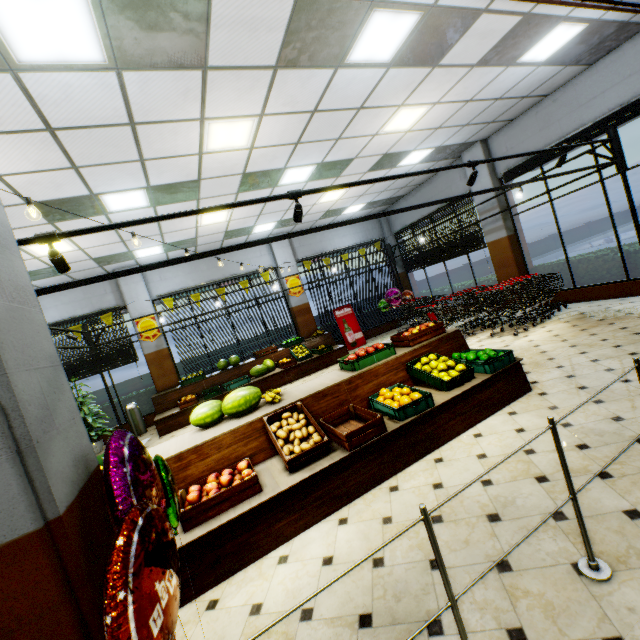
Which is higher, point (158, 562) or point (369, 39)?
point (369, 39)

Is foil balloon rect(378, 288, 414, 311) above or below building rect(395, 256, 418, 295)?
below

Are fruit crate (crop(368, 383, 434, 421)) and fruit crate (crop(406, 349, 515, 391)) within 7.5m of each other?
yes

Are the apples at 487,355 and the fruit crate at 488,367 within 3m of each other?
yes

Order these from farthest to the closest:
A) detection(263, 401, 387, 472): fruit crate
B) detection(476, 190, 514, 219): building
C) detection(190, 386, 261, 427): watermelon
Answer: detection(476, 190, 514, 219): building
detection(190, 386, 261, 427): watermelon
detection(263, 401, 387, 472): fruit crate

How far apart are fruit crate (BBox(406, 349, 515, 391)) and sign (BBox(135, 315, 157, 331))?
8.4m

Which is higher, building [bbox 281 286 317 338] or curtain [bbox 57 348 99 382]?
curtain [bbox 57 348 99 382]

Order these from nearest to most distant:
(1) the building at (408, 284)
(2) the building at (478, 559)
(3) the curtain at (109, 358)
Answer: (2) the building at (478, 559), (3) the curtain at (109, 358), (1) the building at (408, 284)
